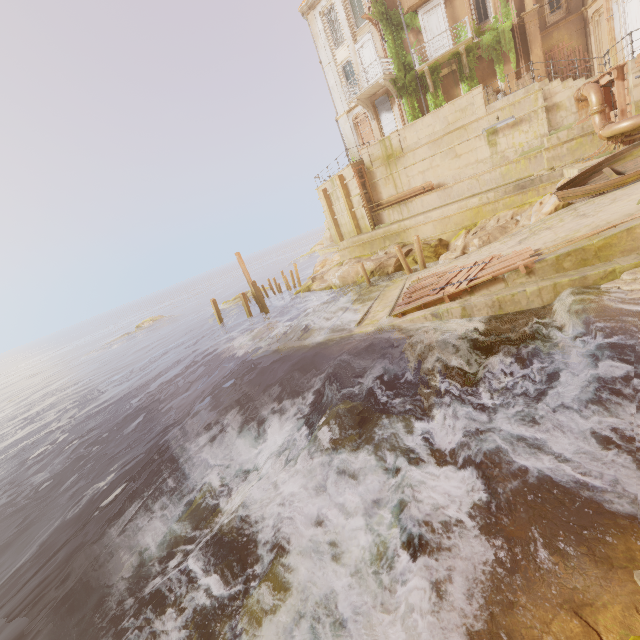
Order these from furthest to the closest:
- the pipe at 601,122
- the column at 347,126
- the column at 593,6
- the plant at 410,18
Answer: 1. the column at 347,126
2. the plant at 410,18
3. the column at 593,6
4. the pipe at 601,122

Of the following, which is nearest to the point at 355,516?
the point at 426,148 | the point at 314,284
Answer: the point at 314,284

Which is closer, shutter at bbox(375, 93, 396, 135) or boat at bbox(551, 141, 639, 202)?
boat at bbox(551, 141, 639, 202)

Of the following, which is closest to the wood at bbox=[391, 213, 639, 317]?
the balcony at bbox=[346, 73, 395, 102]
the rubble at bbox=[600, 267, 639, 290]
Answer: the rubble at bbox=[600, 267, 639, 290]

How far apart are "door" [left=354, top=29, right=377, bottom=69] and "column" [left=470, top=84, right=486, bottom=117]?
9.2m

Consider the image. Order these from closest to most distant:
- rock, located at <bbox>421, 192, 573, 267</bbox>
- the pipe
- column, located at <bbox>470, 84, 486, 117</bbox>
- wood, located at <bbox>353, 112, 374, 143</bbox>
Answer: the pipe, rock, located at <bbox>421, 192, 573, 267</bbox>, column, located at <bbox>470, 84, 486, 117</bbox>, wood, located at <bbox>353, 112, 374, 143</bbox>

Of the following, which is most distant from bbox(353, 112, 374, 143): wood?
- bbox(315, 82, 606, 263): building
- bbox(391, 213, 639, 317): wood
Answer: bbox(391, 213, 639, 317): wood

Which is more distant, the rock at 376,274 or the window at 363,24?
the window at 363,24
